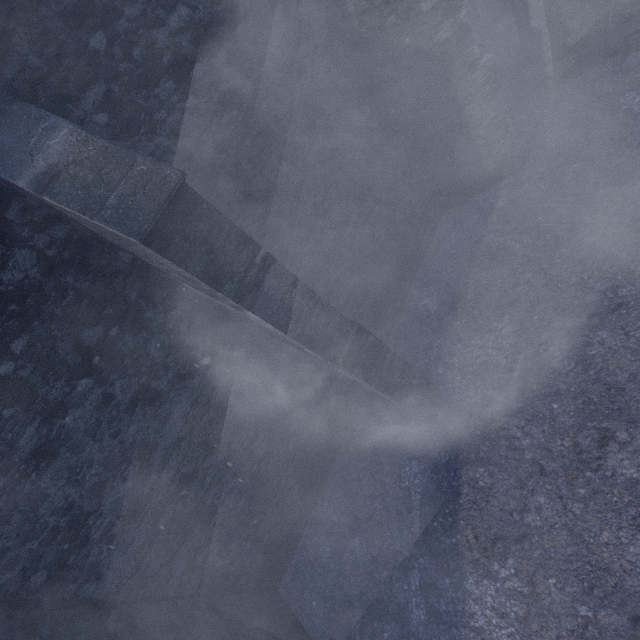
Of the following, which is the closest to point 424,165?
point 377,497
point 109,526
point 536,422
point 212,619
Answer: point 536,422
